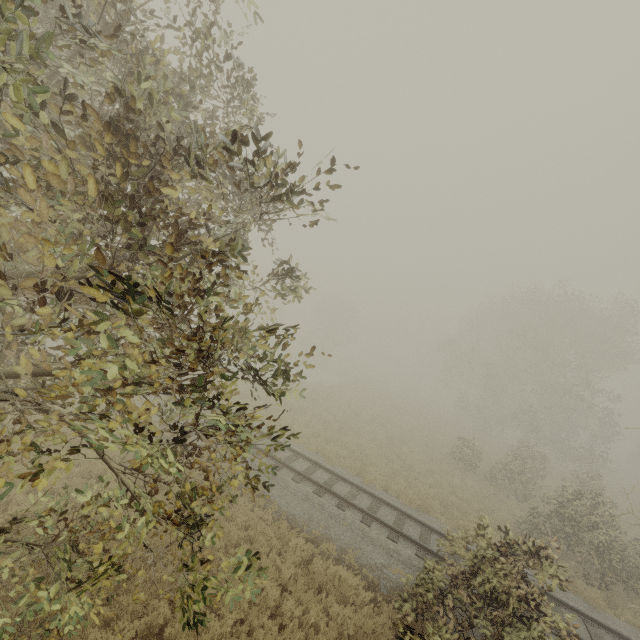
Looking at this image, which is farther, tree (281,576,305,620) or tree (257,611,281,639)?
tree (281,576,305,620)

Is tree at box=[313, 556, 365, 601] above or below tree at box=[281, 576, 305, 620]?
above

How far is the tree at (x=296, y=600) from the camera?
7.5m

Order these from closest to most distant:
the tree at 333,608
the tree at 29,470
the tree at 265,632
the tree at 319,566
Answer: the tree at 29,470 < the tree at 265,632 < the tree at 333,608 < the tree at 319,566

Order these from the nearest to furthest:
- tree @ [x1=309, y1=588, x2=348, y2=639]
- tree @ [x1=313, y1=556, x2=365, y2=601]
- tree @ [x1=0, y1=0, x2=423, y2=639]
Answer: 1. tree @ [x1=0, y1=0, x2=423, y2=639]
2. tree @ [x1=309, y1=588, x2=348, y2=639]
3. tree @ [x1=313, y1=556, x2=365, y2=601]

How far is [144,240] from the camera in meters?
3.0 m
